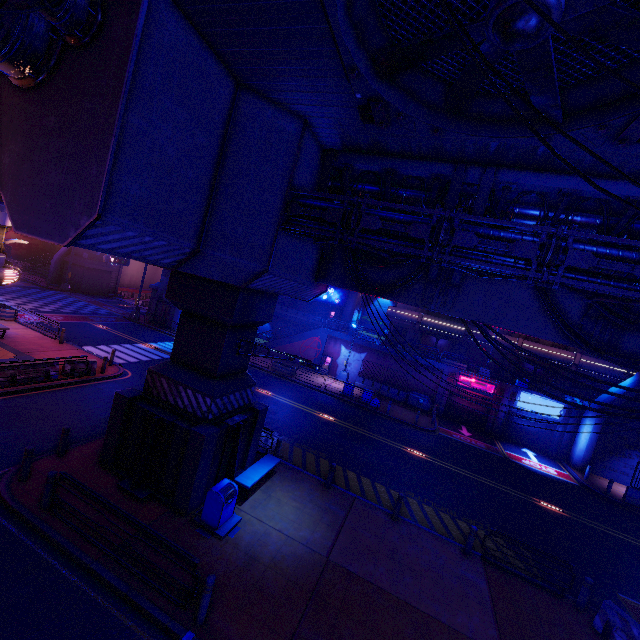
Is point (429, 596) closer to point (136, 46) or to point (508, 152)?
point (508, 152)

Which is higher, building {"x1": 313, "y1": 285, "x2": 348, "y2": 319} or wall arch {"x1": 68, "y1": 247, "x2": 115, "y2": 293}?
building {"x1": 313, "y1": 285, "x2": 348, "y2": 319}

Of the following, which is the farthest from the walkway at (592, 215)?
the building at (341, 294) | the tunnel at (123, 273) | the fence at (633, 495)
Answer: the building at (341, 294)

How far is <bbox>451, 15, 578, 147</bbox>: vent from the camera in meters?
4.9 m

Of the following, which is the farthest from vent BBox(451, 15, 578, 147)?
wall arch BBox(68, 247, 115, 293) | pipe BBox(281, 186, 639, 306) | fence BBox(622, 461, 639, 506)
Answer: wall arch BBox(68, 247, 115, 293)

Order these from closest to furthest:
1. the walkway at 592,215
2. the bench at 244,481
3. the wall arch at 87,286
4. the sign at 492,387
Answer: the walkway at 592,215 < the bench at 244,481 < the sign at 492,387 < the wall arch at 87,286

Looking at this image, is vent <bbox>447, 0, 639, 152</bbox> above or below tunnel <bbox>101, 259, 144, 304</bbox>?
above

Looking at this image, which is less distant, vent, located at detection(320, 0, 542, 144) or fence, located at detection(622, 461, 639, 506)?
vent, located at detection(320, 0, 542, 144)
